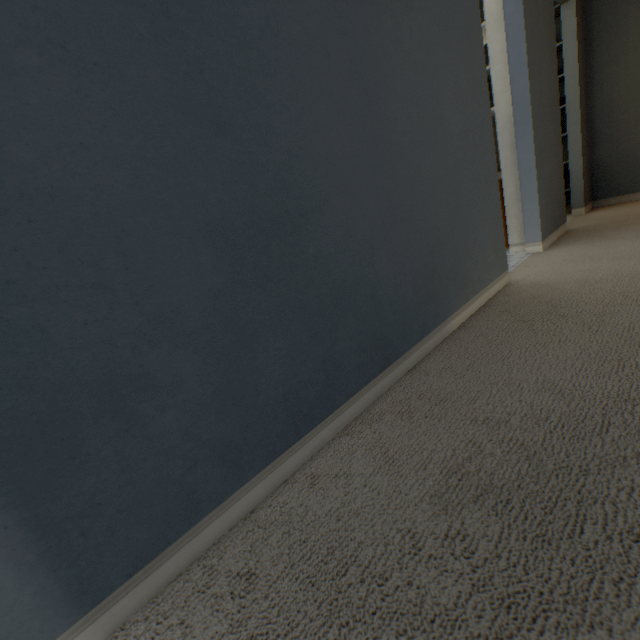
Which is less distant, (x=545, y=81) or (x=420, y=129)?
(x=420, y=129)
